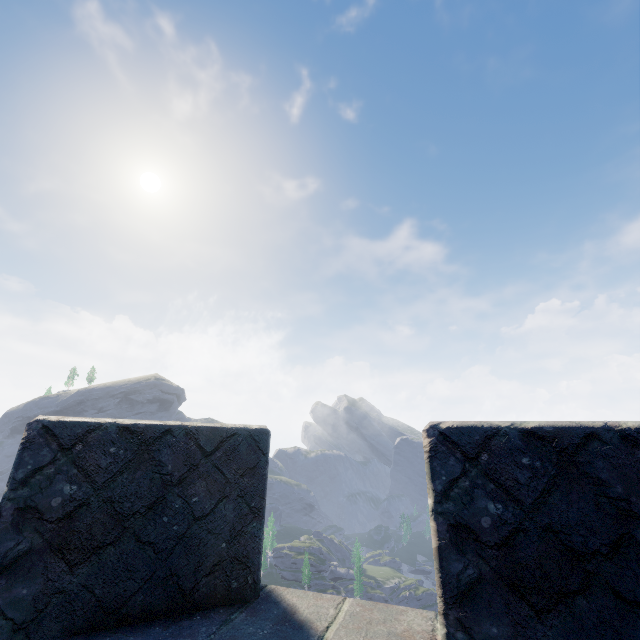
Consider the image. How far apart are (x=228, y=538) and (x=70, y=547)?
0.8m
